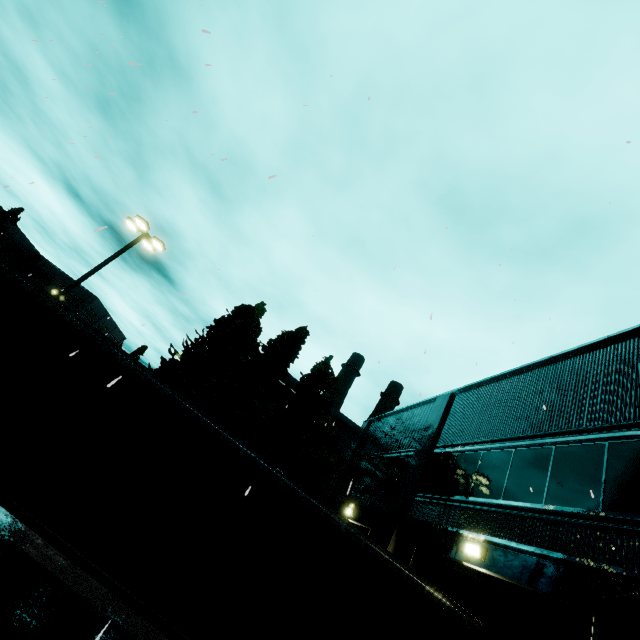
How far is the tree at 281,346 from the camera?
20.6m

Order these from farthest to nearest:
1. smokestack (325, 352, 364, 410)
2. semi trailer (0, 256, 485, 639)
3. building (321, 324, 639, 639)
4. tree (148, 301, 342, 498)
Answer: smokestack (325, 352, 364, 410)
tree (148, 301, 342, 498)
building (321, 324, 639, 639)
semi trailer (0, 256, 485, 639)

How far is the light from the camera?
6.9 meters

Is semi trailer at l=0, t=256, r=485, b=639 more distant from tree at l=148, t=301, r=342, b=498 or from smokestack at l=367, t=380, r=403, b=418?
smokestack at l=367, t=380, r=403, b=418

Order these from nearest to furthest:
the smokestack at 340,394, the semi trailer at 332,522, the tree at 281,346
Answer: the semi trailer at 332,522, the tree at 281,346, the smokestack at 340,394

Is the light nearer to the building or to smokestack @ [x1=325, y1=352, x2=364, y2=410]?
the building

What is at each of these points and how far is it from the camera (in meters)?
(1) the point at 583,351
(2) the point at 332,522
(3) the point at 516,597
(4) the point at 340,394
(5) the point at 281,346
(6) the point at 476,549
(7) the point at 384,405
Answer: (1) building, 8.17
(2) semi trailer, 5.63
(3) roll-up door, 6.23
(4) smokestack, 47.50
(5) tree, 22.28
(6) light, 7.05
(7) smokestack, 49.09

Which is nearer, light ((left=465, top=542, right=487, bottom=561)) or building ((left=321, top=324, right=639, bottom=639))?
building ((left=321, top=324, right=639, bottom=639))
